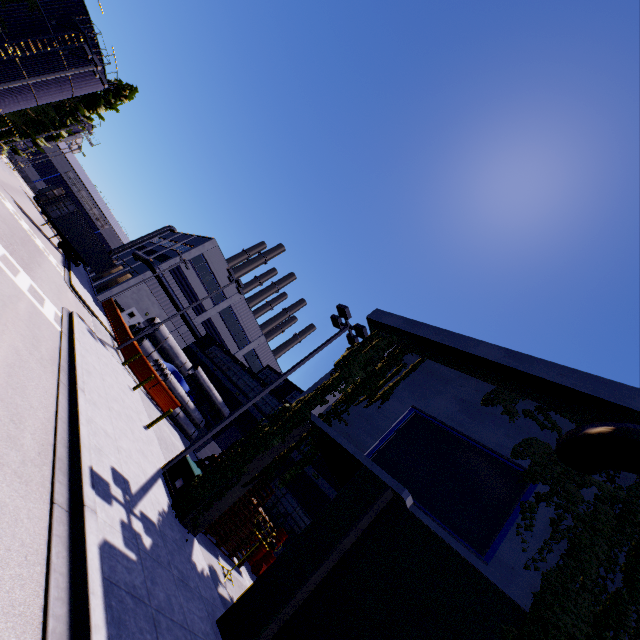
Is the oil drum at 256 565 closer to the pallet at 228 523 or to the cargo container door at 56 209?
the pallet at 228 523

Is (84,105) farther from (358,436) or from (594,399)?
(594,399)

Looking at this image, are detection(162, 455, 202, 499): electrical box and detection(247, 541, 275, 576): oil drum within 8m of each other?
yes

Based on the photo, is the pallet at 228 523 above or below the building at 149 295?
below

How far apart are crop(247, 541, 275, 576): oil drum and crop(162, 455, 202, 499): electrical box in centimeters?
630cm

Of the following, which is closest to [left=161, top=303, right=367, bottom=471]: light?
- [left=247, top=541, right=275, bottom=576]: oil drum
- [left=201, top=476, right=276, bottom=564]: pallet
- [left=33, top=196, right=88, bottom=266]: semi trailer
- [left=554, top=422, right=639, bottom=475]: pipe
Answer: [left=201, top=476, right=276, bottom=564]: pallet

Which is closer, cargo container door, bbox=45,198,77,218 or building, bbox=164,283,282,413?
cargo container door, bbox=45,198,77,218

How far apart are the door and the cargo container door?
11.9m
